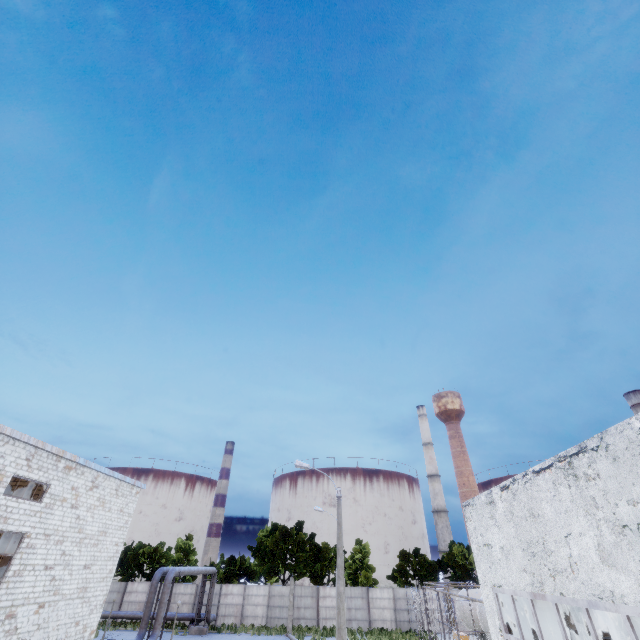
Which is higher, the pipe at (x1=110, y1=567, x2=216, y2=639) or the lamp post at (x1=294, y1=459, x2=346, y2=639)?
the pipe at (x1=110, y1=567, x2=216, y2=639)

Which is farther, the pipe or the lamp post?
the pipe

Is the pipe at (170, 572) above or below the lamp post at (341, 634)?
above

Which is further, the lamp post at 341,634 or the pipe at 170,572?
the pipe at 170,572

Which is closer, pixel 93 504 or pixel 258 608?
pixel 93 504
